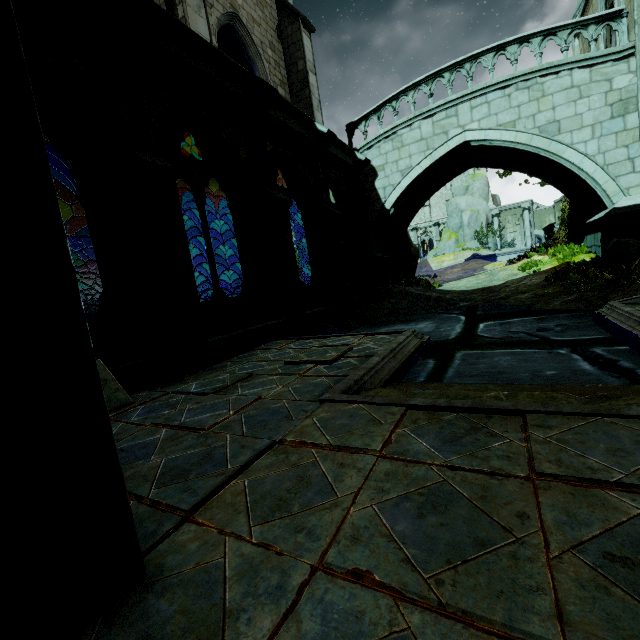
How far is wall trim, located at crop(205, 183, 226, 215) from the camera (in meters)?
17.00

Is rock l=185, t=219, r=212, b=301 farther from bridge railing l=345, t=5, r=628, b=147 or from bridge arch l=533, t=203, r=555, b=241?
bridge arch l=533, t=203, r=555, b=241

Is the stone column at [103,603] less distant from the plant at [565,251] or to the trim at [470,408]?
the trim at [470,408]

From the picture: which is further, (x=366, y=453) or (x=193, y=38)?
(x=193, y=38)

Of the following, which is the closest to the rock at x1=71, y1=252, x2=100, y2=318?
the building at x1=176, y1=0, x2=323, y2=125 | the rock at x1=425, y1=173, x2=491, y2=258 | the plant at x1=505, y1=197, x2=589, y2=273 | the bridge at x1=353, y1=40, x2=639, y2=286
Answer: the building at x1=176, y1=0, x2=323, y2=125

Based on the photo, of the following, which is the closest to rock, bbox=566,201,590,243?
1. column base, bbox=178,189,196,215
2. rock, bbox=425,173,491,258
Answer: column base, bbox=178,189,196,215

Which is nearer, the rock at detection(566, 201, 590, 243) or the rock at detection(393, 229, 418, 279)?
the rock at detection(566, 201, 590, 243)

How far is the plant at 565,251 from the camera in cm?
1216
